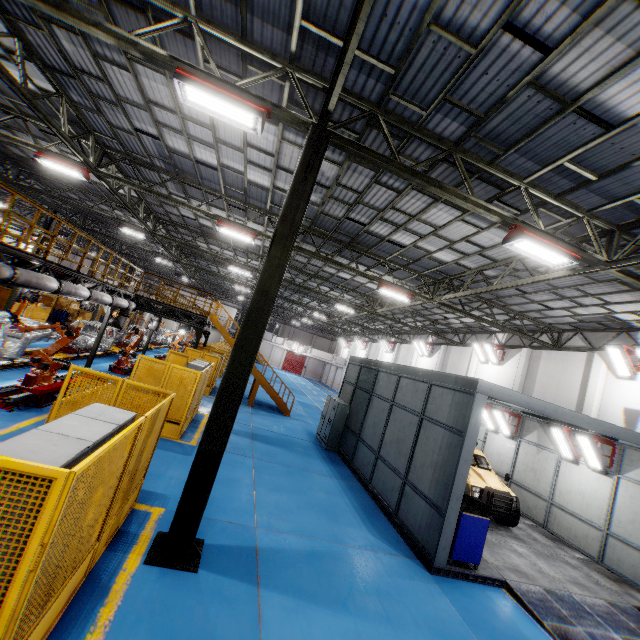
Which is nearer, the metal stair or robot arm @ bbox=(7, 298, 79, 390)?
robot arm @ bbox=(7, 298, 79, 390)

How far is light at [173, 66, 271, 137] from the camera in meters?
5.6 m

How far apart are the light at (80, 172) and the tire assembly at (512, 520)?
19.6m

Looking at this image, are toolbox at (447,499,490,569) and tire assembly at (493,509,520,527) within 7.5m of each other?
yes

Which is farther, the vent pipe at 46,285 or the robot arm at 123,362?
the robot arm at 123,362

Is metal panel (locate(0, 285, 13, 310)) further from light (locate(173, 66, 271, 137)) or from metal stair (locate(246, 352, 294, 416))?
light (locate(173, 66, 271, 137))

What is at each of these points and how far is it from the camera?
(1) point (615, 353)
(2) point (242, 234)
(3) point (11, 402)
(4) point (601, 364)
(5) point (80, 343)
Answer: (1) light, 13.2 meters
(2) light, 13.1 meters
(3) metal platform, 8.5 meters
(4) cement column, 14.2 meters
(5) chassis, 17.3 meters

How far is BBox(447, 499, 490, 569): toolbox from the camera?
7.48m
